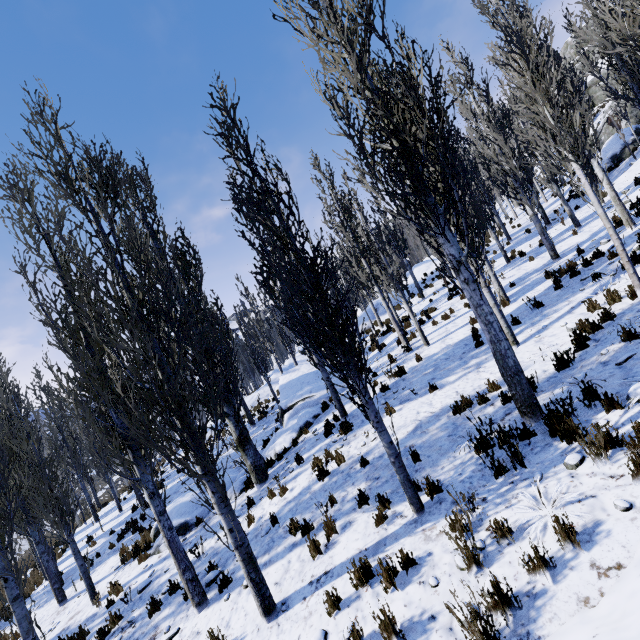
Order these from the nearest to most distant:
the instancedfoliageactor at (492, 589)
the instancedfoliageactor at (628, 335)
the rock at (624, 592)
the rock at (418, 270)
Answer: the rock at (624, 592), the instancedfoliageactor at (492, 589), the instancedfoliageactor at (628, 335), the rock at (418, 270)

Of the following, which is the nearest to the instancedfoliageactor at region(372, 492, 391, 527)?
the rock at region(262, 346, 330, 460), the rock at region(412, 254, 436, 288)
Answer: the rock at region(412, 254, 436, 288)

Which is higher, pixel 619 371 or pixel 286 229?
pixel 286 229

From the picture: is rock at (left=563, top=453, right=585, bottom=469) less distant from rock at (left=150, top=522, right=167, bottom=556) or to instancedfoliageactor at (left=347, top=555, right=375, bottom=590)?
instancedfoliageactor at (left=347, top=555, right=375, bottom=590)

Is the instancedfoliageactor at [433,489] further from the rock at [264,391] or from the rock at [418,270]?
the rock at [418,270]

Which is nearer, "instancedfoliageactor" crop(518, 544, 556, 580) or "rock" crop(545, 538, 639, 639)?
"rock" crop(545, 538, 639, 639)

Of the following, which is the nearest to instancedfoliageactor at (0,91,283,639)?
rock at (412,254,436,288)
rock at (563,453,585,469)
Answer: rock at (563,453,585,469)

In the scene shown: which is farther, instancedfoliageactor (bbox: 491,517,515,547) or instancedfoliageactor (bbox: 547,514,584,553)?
instancedfoliageactor (bbox: 491,517,515,547)
